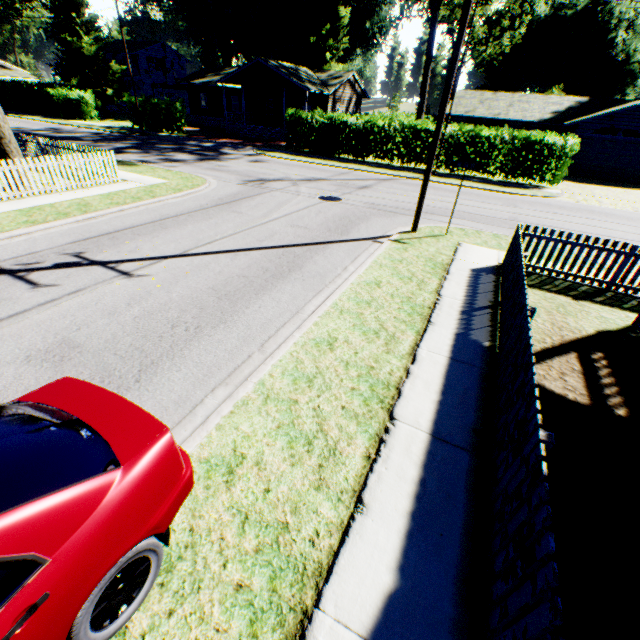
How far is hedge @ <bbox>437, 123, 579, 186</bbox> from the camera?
19.38m

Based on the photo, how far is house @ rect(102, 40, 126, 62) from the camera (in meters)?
51.22

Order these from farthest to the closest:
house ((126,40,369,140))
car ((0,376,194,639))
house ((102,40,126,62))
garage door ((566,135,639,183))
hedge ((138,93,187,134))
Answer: house ((102,40,126,62))
house ((126,40,369,140))
hedge ((138,93,187,134))
garage door ((566,135,639,183))
car ((0,376,194,639))

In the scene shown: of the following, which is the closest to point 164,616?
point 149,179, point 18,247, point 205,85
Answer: point 18,247

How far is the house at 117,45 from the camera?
51.2 meters

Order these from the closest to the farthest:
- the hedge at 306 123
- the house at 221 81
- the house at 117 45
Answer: the hedge at 306 123, the house at 221 81, the house at 117 45

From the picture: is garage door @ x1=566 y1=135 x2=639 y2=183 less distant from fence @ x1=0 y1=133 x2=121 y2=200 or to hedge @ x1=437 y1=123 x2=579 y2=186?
hedge @ x1=437 y1=123 x2=579 y2=186

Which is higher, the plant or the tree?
the plant
